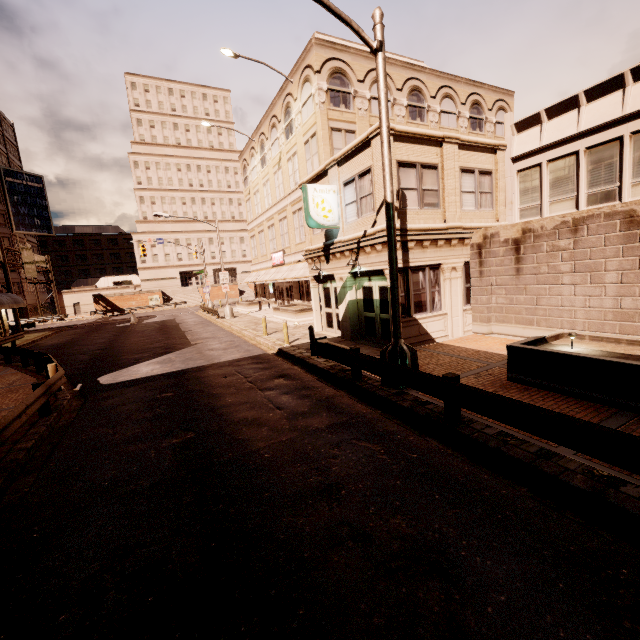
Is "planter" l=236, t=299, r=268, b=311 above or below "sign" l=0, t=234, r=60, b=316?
below

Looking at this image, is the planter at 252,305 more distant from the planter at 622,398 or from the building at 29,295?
the building at 29,295

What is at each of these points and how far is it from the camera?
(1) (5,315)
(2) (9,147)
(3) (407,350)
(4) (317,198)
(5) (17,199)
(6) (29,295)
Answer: (1) building, 30.8 meters
(2) building, 59.8 meters
(3) street light, 8.6 meters
(4) sign, 13.8 meters
(5) sign, 54.8 meters
(6) building, 57.8 meters

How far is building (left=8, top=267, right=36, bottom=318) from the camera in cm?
5397

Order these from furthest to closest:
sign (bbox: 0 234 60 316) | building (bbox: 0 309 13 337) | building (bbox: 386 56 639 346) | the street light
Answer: sign (bbox: 0 234 60 316) < building (bbox: 0 309 13 337) < building (bbox: 386 56 639 346) < the street light

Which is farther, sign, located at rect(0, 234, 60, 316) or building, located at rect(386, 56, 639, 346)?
sign, located at rect(0, 234, 60, 316)

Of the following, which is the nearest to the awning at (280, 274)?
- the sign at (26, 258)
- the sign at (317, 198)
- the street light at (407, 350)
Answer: the sign at (317, 198)

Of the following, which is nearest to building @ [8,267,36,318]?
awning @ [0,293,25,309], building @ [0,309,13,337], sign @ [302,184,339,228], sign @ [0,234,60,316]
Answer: building @ [0,309,13,337]
